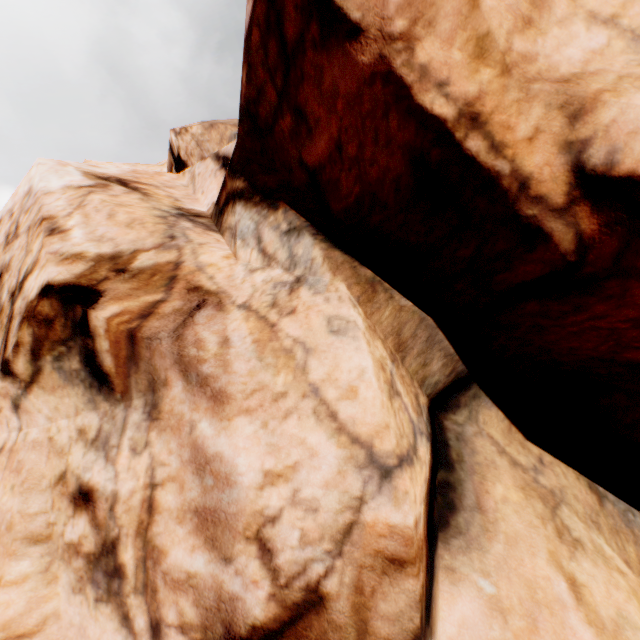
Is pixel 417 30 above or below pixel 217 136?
below
